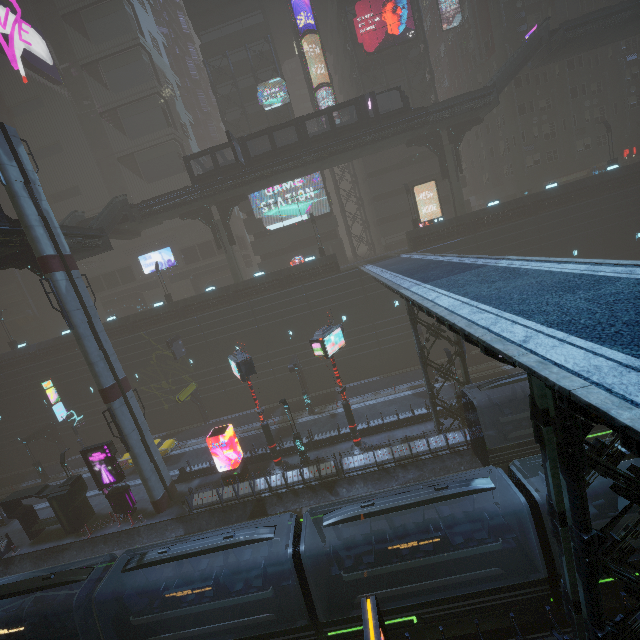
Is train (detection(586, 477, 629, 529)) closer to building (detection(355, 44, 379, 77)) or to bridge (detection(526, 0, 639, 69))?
building (detection(355, 44, 379, 77))

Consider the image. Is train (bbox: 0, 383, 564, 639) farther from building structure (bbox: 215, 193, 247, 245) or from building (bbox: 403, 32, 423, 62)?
building structure (bbox: 215, 193, 247, 245)

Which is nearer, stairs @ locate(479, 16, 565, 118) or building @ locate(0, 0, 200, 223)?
stairs @ locate(479, 16, 565, 118)

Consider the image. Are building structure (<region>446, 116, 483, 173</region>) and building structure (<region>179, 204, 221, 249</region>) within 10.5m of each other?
no

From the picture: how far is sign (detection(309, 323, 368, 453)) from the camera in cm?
2119

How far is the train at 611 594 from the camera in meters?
10.7 m

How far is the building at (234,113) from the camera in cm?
4071

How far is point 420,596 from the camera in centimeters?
1197cm
